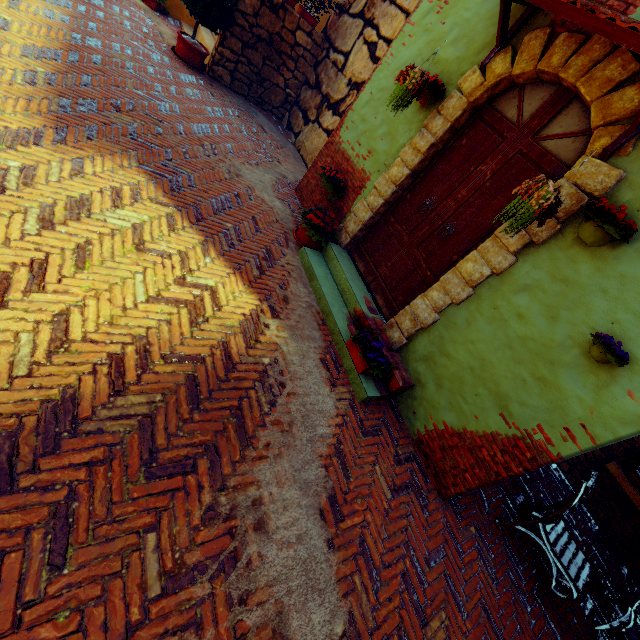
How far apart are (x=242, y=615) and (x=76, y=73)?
6.09m

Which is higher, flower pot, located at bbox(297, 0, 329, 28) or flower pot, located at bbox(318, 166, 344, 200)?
flower pot, located at bbox(297, 0, 329, 28)

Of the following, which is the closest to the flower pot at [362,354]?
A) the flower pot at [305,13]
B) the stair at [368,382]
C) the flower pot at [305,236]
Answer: the stair at [368,382]

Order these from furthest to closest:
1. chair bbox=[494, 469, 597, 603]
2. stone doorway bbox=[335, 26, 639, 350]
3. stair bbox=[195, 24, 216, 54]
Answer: stair bbox=[195, 24, 216, 54] < chair bbox=[494, 469, 597, 603] < stone doorway bbox=[335, 26, 639, 350]

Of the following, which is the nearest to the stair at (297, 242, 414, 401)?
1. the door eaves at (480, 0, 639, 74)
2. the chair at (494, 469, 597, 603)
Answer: the chair at (494, 469, 597, 603)

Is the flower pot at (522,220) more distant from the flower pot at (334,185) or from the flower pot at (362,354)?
the flower pot at (334,185)

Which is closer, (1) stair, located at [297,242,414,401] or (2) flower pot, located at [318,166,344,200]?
(1) stair, located at [297,242,414,401]

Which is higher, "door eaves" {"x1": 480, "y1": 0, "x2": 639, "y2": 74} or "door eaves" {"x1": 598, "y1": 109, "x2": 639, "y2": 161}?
"door eaves" {"x1": 480, "y1": 0, "x2": 639, "y2": 74}
